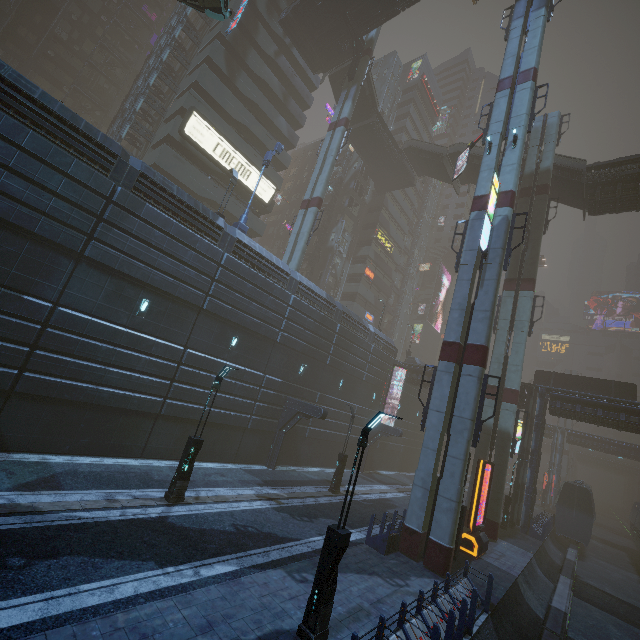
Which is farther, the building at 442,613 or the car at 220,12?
the car at 220,12

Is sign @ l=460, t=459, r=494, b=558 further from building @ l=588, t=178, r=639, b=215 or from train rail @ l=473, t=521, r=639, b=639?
train rail @ l=473, t=521, r=639, b=639

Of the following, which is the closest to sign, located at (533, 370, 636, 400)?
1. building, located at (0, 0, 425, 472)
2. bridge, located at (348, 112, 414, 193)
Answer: building, located at (0, 0, 425, 472)

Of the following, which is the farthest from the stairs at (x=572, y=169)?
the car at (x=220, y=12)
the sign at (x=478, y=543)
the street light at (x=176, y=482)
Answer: the street light at (x=176, y=482)

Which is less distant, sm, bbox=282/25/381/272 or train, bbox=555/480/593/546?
sm, bbox=282/25/381/272

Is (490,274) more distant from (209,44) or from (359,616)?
(209,44)

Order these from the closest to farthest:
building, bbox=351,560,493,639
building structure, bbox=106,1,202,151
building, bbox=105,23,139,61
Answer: building, bbox=351,560,493,639, building structure, bbox=106,1,202,151, building, bbox=105,23,139,61

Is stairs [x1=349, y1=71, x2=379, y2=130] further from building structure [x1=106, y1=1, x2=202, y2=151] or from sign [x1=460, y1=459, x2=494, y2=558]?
sign [x1=460, y1=459, x2=494, y2=558]
